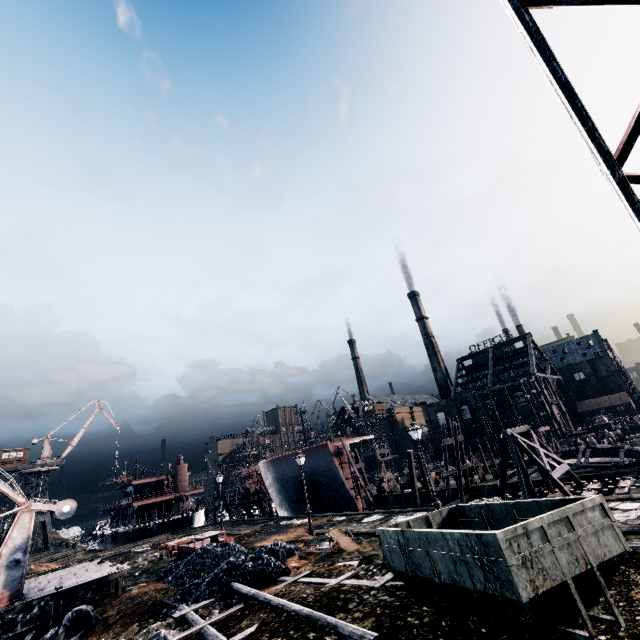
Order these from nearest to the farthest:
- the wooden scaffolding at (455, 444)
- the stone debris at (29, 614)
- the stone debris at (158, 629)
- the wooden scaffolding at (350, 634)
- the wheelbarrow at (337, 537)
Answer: the wooden scaffolding at (350, 634)
the stone debris at (158, 629)
the wheelbarrow at (337, 537)
the stone debris at (29, 614)
the wooden scaffolding at (455, 444)

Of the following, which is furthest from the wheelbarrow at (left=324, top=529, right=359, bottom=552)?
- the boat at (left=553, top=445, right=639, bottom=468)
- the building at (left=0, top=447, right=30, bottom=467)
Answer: the building at (left=0, top=447, right=30, bottom=467)

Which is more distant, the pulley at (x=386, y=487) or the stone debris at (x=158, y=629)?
the pulley at (x=386, y=487)

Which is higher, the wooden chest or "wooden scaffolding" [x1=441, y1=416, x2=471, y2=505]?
"wooden scaffolding" [x1=441, y1=416, x2=471, y2=505]

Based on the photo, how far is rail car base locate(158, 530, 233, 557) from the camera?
23.45m

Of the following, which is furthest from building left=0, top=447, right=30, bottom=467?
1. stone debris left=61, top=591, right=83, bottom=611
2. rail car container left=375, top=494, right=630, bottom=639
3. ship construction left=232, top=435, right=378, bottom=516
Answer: rail car container left=375, top=494, right=630, bottom=639

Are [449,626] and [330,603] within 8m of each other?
yes

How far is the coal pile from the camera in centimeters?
1479cm
